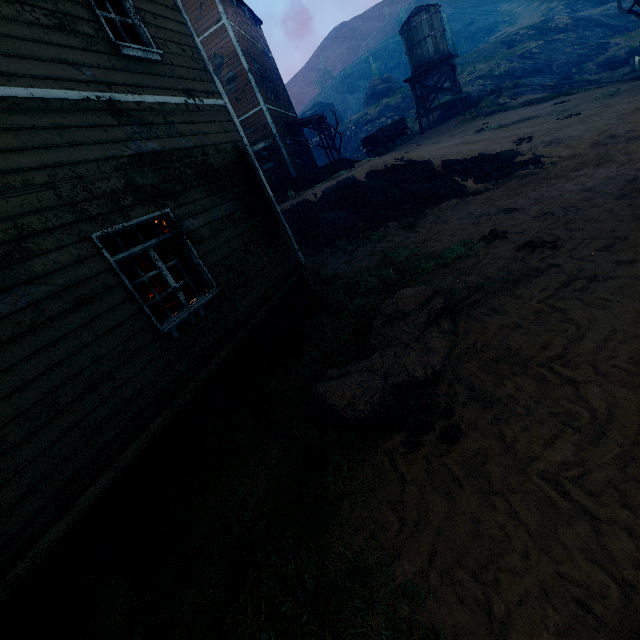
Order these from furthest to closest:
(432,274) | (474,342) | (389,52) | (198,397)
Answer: (389,52)
(432,274)
(198,397)
(474,342)

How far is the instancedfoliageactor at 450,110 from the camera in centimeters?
2469cm

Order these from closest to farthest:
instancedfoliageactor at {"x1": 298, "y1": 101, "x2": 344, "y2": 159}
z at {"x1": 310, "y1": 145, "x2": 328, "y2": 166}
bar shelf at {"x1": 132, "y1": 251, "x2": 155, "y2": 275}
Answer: bar shelf at {"x1": 132, "y1": 251, "x2": 155, "y2": 275}, instancedfoliageactor at {"x1": 298, "y1": 101, "x2": 344, "y2": 159}, z at {"x1": 310, "y1": 145, "x2": 328, "y2": 166}

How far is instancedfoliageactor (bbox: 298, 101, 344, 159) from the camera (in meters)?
25.36

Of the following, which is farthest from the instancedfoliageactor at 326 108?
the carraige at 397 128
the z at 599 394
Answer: the carraige at 397 128

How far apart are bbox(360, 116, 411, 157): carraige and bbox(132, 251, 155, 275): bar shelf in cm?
1814

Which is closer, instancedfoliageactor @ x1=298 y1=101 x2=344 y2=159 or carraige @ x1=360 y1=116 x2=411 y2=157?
carraige @ x1=360 y1=116 x2=411 y2=157

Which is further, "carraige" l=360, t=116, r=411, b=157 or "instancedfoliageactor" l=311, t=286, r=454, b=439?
"carraige" l=360, t=116, r=411, b=157
